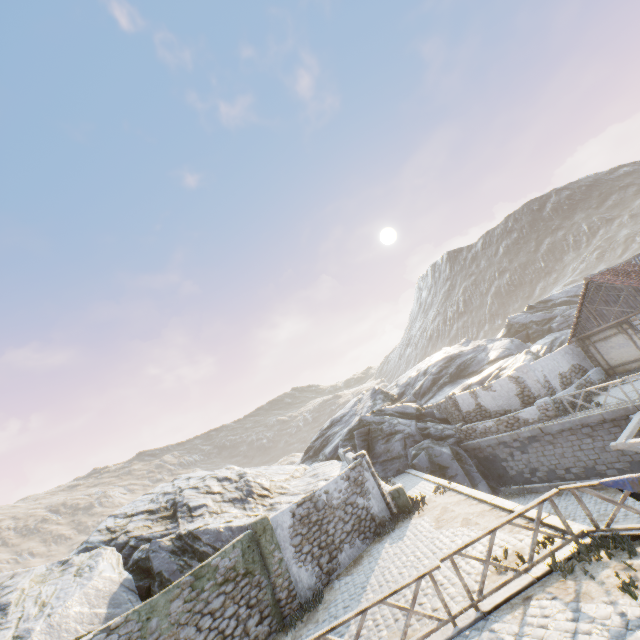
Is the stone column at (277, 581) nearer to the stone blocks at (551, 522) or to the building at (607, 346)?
the stone blocks at (551, 522)

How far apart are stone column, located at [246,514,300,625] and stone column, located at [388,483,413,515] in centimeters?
512cm

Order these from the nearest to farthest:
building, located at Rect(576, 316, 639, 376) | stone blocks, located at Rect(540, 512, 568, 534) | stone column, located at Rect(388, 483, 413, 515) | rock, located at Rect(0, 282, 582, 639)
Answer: stone blocks, located at Rect(540, 512, 568, 534), rock, located at Rect(0, 282, 582, 639), stone column, located at Rect(388, 483, 413, 515), building, located at Rect(576, 316, 639, 376)

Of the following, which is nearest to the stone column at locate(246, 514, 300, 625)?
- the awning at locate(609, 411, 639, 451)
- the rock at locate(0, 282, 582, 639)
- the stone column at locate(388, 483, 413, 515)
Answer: the rock at locate(0, 282, 582, 639)

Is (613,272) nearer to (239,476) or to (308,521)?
(308,521)

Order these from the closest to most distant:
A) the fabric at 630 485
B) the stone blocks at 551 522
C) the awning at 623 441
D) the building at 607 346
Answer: the fabric at 630 485, the stone blocks at 551 522, the awning at 623 441, the building at 607 346

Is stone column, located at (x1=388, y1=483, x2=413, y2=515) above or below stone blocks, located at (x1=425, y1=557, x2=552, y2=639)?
above

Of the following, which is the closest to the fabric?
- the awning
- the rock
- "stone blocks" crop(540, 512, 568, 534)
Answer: "stone blocks" crop(540, 512, 568, 534)
